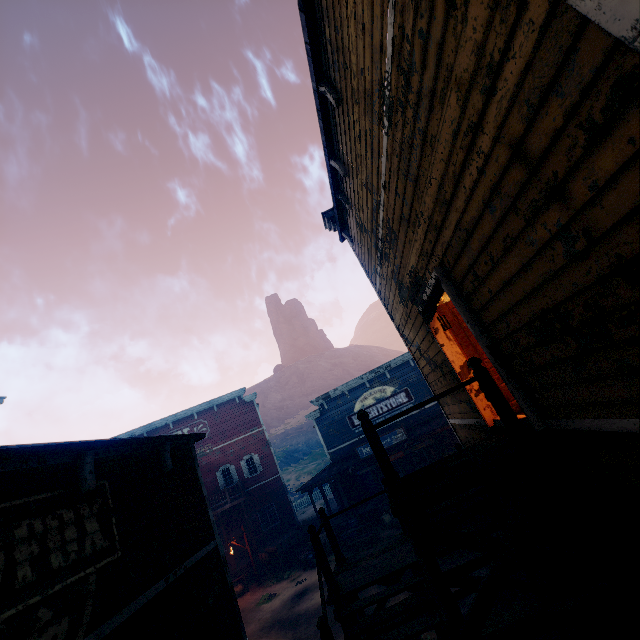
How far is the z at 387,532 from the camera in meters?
17.5 m

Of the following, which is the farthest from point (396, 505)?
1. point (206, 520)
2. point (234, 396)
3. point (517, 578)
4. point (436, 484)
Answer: point (234, 396)

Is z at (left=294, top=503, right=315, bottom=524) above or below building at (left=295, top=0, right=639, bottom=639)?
below

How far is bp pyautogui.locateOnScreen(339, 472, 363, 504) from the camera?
22.1 meters

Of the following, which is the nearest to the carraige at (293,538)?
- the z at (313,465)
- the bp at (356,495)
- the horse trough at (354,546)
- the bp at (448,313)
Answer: the z at (313,465)

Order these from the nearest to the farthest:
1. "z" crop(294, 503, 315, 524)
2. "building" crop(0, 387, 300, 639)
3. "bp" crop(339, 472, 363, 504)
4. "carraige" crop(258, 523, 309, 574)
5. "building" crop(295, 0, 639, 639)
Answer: "building" crop(295, 0, 639, 639)
"building" crop(0, 387, 300, 639)
"carraige" crop(258, 523, 309, 574)
"bp" crop(339, 472, 363, 504)
"z" crop(294, 503, 315, 524)

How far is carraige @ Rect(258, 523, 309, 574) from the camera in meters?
19.2 m

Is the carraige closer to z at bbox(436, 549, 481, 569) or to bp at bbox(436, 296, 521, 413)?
z at bbox(436, 549, 481, 569)
